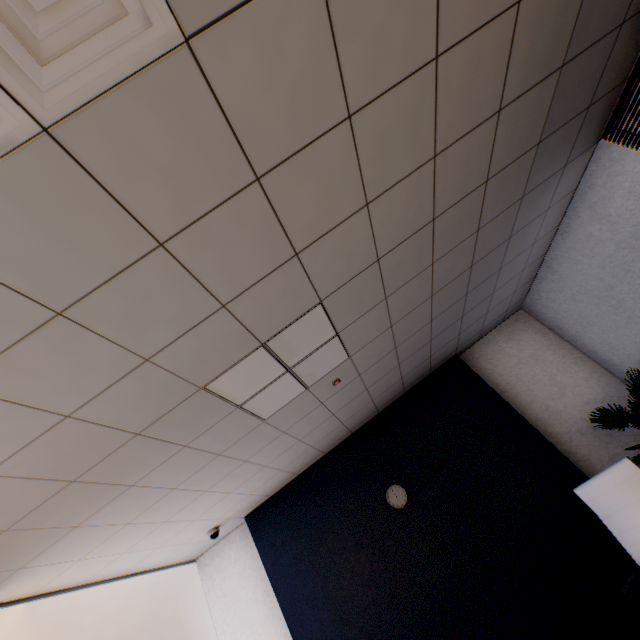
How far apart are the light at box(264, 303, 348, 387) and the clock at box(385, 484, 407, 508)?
2.36m

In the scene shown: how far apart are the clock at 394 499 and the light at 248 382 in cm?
236

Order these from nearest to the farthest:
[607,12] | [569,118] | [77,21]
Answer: [77,21] → [607,12] → [569,118]

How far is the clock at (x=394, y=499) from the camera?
4.2 meters

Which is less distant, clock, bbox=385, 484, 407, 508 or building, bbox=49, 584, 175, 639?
clock, bbox=385, 484, 407, 508

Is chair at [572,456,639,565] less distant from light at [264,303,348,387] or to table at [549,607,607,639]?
table at [549,607,607,639]

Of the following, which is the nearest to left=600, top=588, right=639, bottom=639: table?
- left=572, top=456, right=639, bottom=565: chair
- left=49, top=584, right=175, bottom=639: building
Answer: left=572, top=456, right=639, bottom=565: chair

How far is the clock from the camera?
4.2m
